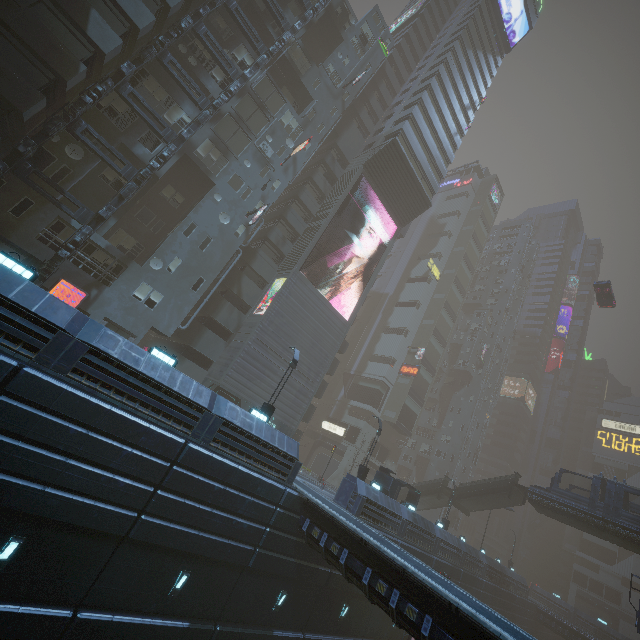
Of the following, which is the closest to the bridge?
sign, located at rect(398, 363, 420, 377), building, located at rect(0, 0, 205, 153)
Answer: building, located at rect(0, 0, 205, 153)

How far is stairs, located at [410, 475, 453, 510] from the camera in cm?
3588

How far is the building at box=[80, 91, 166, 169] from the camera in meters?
21.0

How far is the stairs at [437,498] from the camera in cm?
3588

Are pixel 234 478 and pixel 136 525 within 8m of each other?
yes

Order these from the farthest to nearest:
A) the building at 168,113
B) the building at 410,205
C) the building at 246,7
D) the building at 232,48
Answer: the building at 246,7 < the building at 232,48 < the building at 168,113 < the building at 410,205

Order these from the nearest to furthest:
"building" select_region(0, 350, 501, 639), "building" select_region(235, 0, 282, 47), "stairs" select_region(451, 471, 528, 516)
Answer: "building" select_region(0, 350, 501, 639) < "building" select_region(235, 0, 282, 47) < "stairs" select_region(451, 471, 528, 516)

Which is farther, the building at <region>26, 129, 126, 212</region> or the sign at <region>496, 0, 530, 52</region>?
the sign at <region>496, 0, 530, 52</region>
